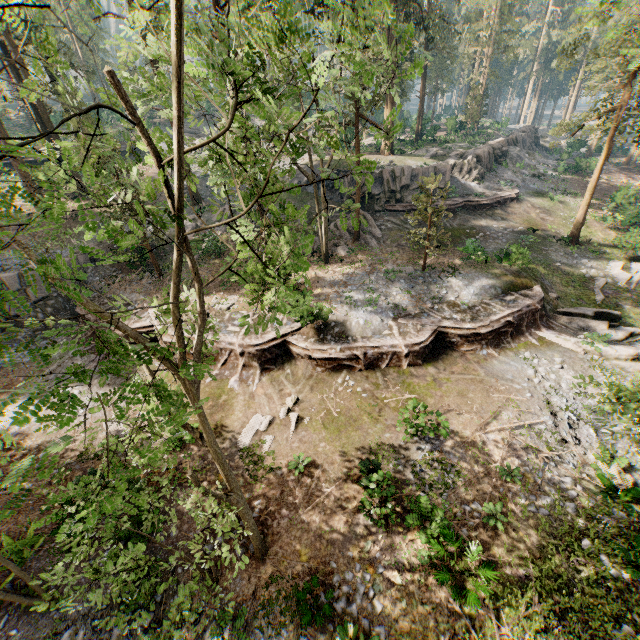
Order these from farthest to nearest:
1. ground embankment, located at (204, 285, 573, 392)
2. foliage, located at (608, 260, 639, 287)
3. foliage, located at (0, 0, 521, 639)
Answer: foliage, located at (608, 260, 639, 287) < ground embankment, located at (204, 285, 573, 392) < foliage, located at (0, 0, 521, 639)

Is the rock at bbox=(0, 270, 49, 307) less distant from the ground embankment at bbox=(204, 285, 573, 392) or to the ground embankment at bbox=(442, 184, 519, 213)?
the ground embankment at bbox=(204, 285, 573, 392)

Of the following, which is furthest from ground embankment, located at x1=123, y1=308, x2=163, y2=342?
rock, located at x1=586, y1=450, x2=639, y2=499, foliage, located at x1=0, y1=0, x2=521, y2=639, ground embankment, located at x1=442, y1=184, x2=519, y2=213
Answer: ground embankment, located at x1=442, y1=184, x2=519, y2=213

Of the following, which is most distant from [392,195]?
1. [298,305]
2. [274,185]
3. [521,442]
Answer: [274,185]

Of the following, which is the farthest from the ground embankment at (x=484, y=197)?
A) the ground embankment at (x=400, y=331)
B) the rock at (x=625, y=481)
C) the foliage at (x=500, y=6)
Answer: the rock at (x=625, y=481)

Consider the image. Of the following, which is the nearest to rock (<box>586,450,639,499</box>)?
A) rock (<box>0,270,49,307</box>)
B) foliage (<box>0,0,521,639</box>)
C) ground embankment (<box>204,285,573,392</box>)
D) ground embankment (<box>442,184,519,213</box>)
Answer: foliage (<box>0,0,521,639</box>)

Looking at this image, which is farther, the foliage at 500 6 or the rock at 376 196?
the rock at 376 196

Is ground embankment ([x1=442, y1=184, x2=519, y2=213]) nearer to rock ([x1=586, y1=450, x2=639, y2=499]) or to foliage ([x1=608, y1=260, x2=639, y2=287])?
foliage ([x1=608, y1=260, x2=639, y2=287])
